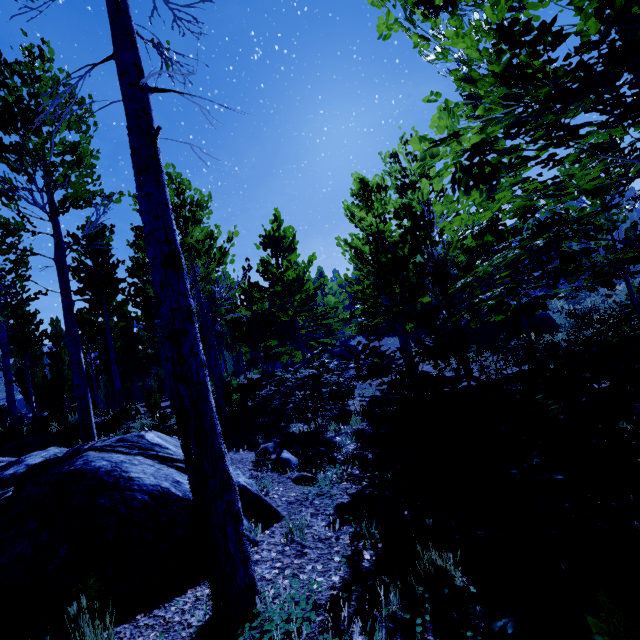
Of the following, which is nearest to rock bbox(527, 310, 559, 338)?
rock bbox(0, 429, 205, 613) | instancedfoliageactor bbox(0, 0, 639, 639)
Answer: instancedfoliageactor bbox(0, 0, 639, 639)

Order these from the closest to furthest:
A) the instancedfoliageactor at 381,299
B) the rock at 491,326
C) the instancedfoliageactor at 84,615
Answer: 1. the instancedfoliageactor at 381,299
2. the instancedfoliageactor at 84,615
3. the rock at 491,326

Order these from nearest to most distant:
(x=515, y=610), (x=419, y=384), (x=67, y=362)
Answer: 1. (x=515, y=610)
2. (x=419, y=384)
3. (x=67, y=362)

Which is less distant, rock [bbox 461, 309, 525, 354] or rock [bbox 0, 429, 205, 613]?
rock [bbox 0, 429, 205, 613]

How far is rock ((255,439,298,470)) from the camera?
5.00m

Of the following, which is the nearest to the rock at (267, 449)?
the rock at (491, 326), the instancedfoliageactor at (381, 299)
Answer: the instancedfoliageactor at (381, 299)

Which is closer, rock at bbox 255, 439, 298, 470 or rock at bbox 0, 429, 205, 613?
rock at bbox 0, 429, 205, 613

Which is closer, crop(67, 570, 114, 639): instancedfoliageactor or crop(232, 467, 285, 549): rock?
crop(67, 570, 114, 639): instancedfoliageactor
